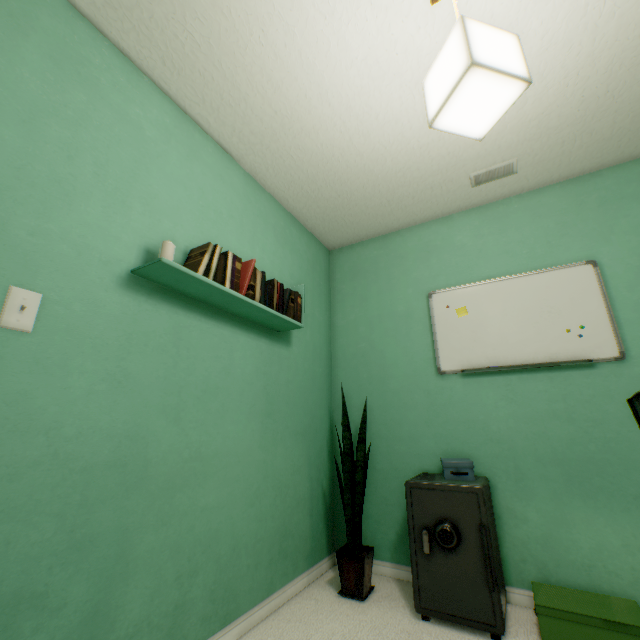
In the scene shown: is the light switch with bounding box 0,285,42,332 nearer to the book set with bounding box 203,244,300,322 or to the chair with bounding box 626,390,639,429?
the book set with bounding box 203,244,300,322

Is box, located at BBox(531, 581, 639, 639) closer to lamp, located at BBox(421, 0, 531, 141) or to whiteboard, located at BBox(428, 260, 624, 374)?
whiteboard, located at BBox(428, 260, 624, 374)

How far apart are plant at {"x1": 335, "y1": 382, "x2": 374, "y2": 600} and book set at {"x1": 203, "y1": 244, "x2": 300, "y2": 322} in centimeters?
98cm

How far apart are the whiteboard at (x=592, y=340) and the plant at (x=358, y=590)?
0.58m

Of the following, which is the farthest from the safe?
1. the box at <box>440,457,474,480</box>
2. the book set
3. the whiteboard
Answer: the book set

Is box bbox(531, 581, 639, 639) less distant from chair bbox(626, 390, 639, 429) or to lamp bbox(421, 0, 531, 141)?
chair bbox(626, 390, 639, 429)

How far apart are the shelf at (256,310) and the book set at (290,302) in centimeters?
9cm

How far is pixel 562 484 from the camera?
1.8m
